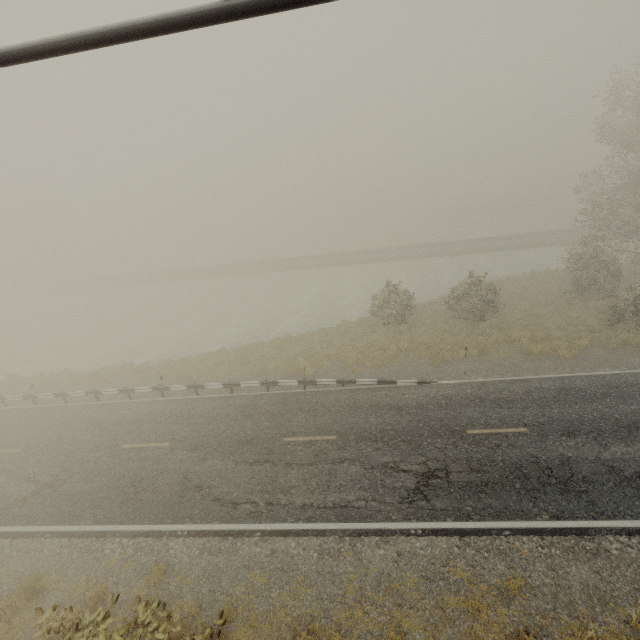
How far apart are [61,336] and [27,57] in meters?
38.7 m
